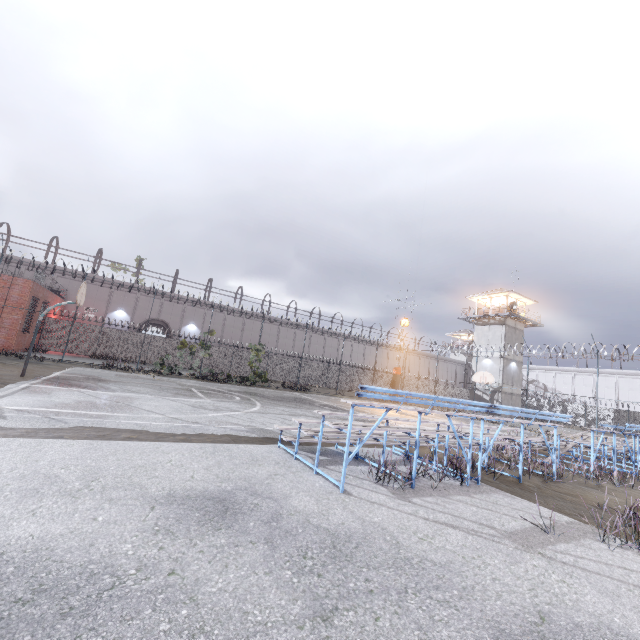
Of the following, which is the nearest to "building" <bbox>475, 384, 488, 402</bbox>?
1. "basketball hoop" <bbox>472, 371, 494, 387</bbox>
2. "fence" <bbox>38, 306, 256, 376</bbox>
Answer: "fence" <bbox>38, 306, 256, 376</bbox>

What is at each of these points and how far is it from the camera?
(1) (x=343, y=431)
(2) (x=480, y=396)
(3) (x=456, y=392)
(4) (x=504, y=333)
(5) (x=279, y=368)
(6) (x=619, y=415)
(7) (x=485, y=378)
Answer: (1) bleachers, 5.0m
(2) building, 39.3m
(3) fence, 51.8m
(4) building, 38.4m
(5) fence, 36.8m
(6) fence, 36.7m
(7) basketball hoop, 24.1m

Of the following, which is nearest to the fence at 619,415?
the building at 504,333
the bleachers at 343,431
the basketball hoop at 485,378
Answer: the basketball hoop at 485,378

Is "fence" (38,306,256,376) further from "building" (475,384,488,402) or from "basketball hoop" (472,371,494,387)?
"building" (475,384,488,402)

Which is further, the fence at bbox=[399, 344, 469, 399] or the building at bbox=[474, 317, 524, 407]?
the building at bbox=[474, 317, 524, 407]

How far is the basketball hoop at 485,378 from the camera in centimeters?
2369cm

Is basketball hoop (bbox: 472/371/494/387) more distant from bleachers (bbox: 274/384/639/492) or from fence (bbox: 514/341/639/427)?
bleachers (bbox: 274/384/639/492)
